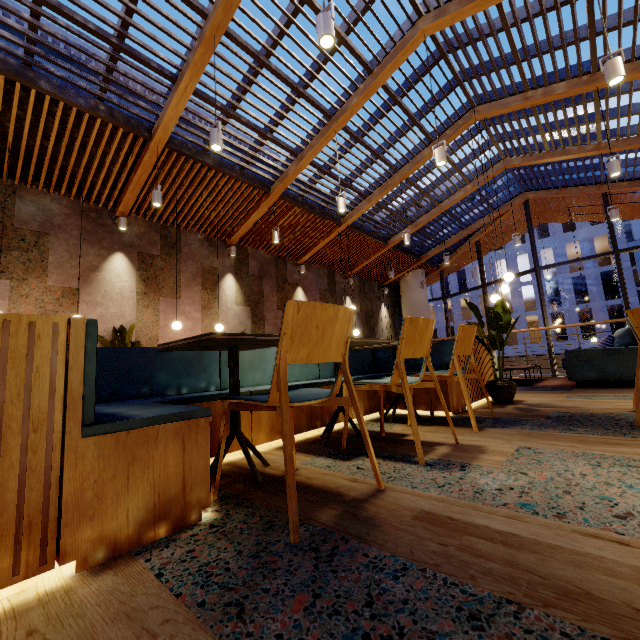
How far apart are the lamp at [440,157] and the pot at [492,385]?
3.32m

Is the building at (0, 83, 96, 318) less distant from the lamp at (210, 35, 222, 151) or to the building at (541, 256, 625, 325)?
the lamp at (210, 35, 222, 151)

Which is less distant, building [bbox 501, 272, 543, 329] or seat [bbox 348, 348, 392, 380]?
seat [bbox 348, 348, 392, 380]

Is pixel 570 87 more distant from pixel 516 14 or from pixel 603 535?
pixel 603 535

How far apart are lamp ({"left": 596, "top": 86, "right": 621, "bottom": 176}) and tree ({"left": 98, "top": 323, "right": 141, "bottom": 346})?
9.2 meters

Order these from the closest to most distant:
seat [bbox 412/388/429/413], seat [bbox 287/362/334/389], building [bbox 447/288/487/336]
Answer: seat [bbox 287/362/334/389] → seat [bbox 412/388/429/413] → building [bbox 447/288/487/336]

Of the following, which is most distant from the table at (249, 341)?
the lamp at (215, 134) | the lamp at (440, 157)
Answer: the lamp at (440, 157)

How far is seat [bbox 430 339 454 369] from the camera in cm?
371
